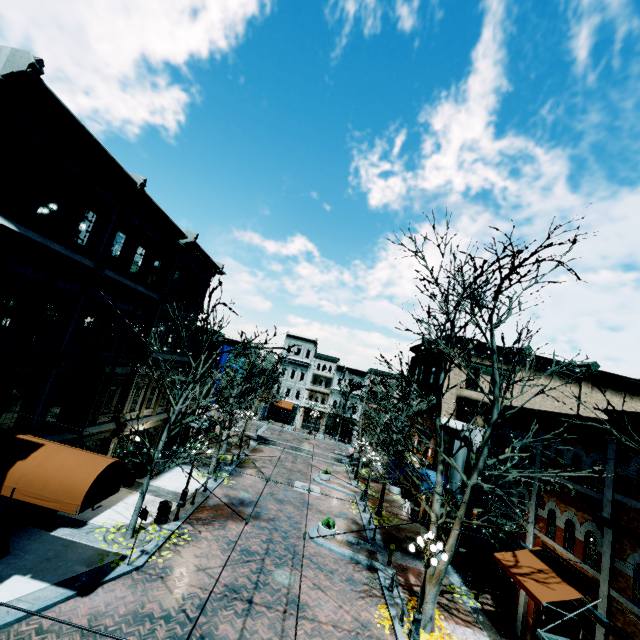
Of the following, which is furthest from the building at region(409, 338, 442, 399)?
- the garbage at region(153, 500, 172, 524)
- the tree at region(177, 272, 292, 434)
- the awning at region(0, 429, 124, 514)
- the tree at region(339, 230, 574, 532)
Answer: the garbage at region(153, 500, 172, 524)

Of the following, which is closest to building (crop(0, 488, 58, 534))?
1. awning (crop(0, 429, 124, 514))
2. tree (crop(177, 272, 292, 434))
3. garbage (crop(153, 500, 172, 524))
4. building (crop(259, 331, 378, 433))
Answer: awning (crop(0, 429, 124, 514))

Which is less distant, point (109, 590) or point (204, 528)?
point (109, 590)

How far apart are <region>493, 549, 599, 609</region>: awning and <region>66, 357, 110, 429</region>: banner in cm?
1743

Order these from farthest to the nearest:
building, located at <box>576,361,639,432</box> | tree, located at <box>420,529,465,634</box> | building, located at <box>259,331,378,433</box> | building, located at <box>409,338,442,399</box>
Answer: building, located at <box>259,331,378,433</box>
building, located at <box>409,338,442,399</box>
tree, located at <box>420,529,465,634</box>
building, located at <box>576,361,639,432</box>

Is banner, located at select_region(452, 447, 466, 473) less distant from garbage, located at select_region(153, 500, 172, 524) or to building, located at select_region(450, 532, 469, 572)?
building, located at select_region(450, 532, 469, 572)

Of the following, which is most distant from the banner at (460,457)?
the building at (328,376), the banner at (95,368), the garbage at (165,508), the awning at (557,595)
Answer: the building at (328,376)

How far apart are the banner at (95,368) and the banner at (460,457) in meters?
18.4
